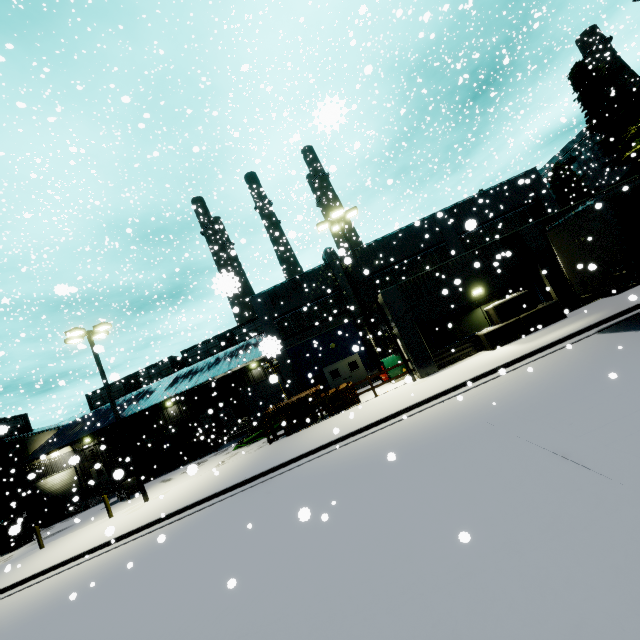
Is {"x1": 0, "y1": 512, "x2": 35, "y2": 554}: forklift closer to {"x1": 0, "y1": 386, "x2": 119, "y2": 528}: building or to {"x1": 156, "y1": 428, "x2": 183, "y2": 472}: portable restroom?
{"x1": 0, "y1": 386, "x2": 119, "y2": 528}: building

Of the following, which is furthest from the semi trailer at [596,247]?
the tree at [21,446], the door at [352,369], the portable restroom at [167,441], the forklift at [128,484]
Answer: the door at [352,369]

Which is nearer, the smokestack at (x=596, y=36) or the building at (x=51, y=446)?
the building at (x=51, y=446)

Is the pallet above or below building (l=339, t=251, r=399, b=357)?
below

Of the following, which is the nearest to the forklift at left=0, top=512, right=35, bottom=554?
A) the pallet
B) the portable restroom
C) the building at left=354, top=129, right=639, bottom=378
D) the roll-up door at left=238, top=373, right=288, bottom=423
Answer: the pallet

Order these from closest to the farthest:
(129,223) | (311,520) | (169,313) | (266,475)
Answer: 1. (311,520)
2. (266,475)
3. (129,223)
4. (169,313)

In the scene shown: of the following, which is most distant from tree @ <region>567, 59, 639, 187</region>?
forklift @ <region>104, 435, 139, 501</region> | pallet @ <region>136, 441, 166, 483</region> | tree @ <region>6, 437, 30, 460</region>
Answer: tree @ <region>6, 437, 30, 460</region>

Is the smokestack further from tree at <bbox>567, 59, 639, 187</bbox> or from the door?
the door
